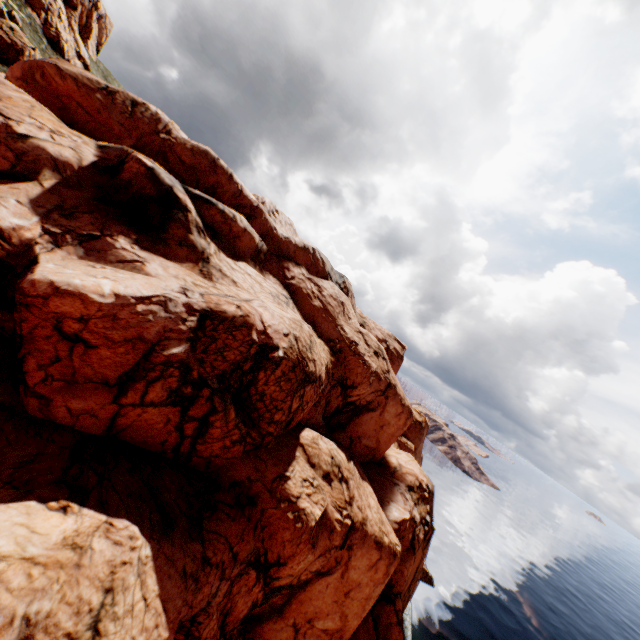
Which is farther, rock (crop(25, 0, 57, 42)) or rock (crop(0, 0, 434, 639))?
rock (crop(25, 0, 57, 42))

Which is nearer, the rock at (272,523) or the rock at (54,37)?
the rock at (272,523)

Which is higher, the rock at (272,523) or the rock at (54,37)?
the rock at (54,37)

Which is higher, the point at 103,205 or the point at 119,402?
the point at 103,205

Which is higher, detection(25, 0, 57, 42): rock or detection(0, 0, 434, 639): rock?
detection(25, 0, 57, 42): rock
